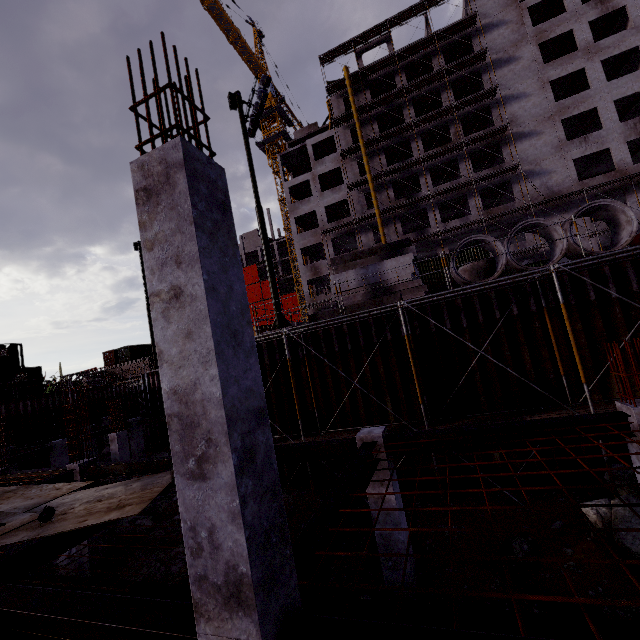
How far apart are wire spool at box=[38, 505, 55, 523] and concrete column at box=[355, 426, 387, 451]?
6.04m

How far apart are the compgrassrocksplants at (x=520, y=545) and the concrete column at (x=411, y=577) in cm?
214

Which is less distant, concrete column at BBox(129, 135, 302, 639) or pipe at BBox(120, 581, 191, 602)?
concrete column at BBox(129, 135, 302, 639)

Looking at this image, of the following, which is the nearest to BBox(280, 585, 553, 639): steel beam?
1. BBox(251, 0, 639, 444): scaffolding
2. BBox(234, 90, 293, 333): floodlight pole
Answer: BBox(234, 90, 293, 333): floodlight pole

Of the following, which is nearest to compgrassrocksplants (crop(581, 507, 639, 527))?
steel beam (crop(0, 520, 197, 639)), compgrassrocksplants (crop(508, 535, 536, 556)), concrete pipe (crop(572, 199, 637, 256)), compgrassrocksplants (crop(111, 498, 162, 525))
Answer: compgrassrocksplants (crop(508, 535, 536, 556))

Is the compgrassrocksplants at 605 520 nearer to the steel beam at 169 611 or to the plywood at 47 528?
the steel beam at 169 611

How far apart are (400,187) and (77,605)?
41.30m

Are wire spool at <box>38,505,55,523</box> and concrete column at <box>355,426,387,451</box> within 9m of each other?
yes
